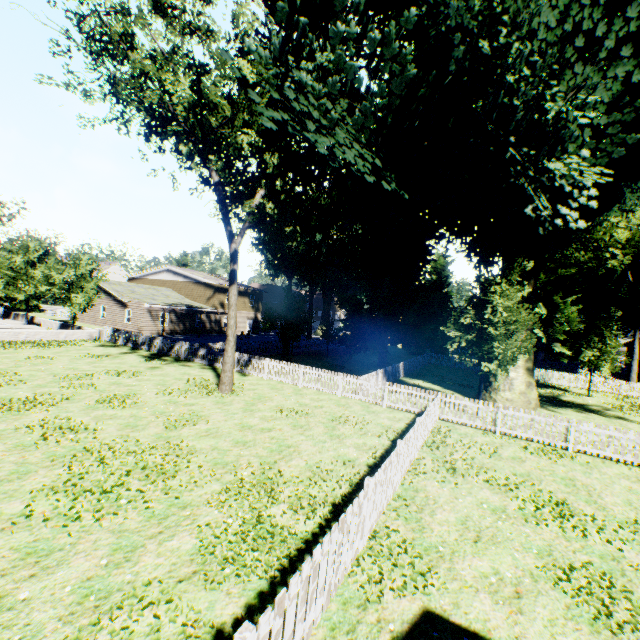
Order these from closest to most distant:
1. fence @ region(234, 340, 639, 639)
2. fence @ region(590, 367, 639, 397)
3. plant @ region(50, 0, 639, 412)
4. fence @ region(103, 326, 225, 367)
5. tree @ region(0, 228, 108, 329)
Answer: fence @ region(234, 340, 639, 639) < plant @ region(50, 0, 639, 412) < fence @ region(103, 326, 225, 367) < tree @ region(0, 228, 108, 329) < fence @ region(590, 367, 639, 397)

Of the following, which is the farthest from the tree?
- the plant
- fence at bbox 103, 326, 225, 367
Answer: the plant

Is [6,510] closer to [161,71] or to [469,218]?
[161,71]

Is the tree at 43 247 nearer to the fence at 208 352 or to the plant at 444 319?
the fence at 208 352

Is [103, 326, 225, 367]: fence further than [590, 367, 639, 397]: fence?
No

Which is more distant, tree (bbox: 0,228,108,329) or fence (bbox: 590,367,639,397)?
fence (bbox: 590,367,639,397)
